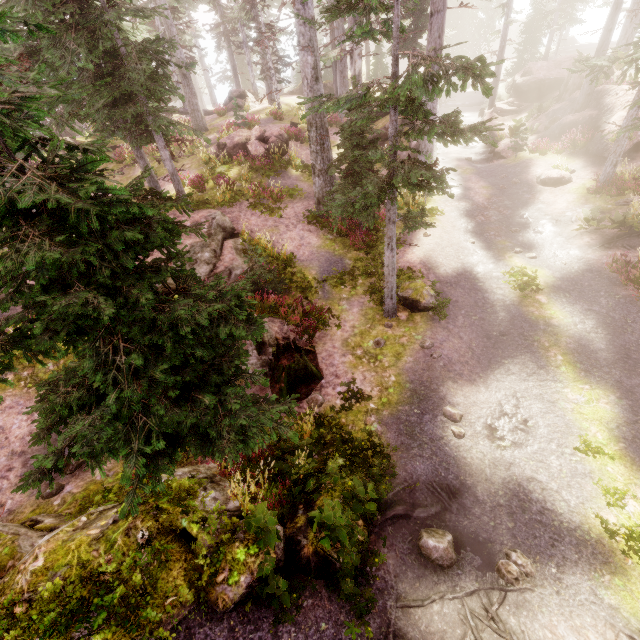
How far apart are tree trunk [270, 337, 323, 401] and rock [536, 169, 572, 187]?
16.2 meters

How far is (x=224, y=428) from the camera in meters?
4.4

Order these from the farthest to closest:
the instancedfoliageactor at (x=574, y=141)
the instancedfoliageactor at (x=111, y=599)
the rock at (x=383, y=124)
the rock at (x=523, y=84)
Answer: the rock at (x=523, y=84), the rock at (x=383, y=124), the instancedfoliageactor at (x=574, y=141), the instancedfoliageactor at (x=111, y=599)

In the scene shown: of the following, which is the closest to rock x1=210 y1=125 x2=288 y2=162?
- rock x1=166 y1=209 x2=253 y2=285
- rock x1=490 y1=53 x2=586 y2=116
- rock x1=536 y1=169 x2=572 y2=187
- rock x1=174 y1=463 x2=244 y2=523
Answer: rock x1=166 y1=209 x2=253 y2=285

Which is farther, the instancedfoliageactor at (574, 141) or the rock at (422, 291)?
the instancedfoliageactor at (574, 141)

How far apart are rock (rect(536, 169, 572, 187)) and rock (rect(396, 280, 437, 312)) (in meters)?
11.31

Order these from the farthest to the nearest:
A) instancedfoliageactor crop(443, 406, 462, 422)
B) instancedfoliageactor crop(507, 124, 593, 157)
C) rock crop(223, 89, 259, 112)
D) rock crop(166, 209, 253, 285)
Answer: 1. rock crop(223, 89, 259, 112)
2. instancedfoliageactor crop(507, 124, 593, 157)
3. rock crop(166, 209, 253, 285)
4. instancedfoliageactor crop(443, 406, 462, 422)

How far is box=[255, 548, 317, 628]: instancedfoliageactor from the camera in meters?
4.5 m
